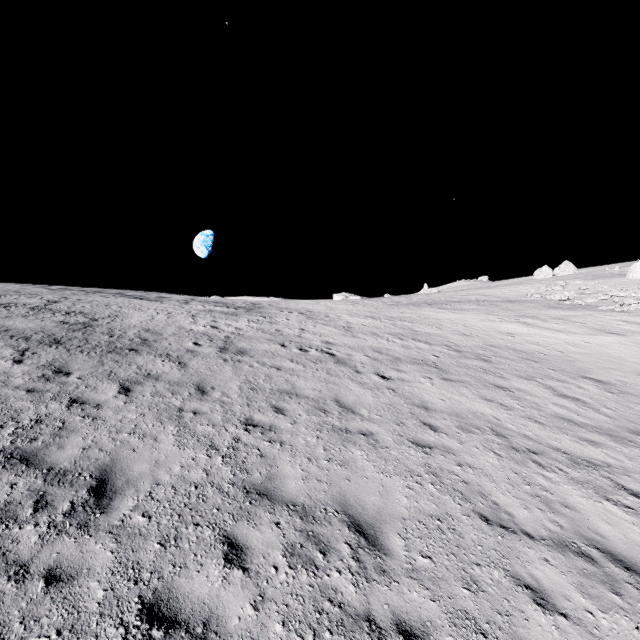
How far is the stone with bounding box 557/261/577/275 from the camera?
58.4 meters

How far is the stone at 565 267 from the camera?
58.4 meters

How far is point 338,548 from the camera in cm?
464
